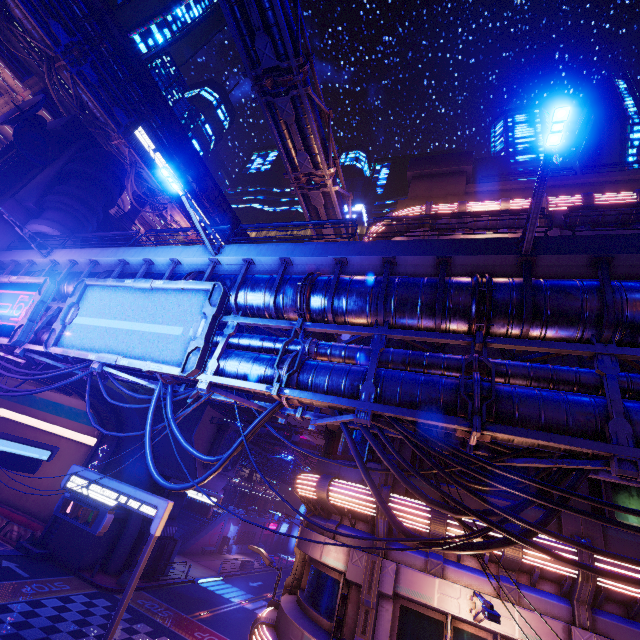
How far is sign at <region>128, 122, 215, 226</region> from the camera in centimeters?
4069cm

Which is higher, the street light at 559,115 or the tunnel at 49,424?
the street light at 559,115

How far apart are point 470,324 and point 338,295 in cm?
369

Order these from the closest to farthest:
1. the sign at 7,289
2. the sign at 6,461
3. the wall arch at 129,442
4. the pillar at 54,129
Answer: the sign at 7,289 → the sign at 6,461 → the pillar at 54,129 → the wall arch at 129,442

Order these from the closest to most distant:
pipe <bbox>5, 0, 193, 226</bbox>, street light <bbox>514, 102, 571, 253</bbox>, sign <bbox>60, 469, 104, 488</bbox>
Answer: street light <bbox>514, 102, 571, 253</bbox> → sign <bbox>60, 469, 104, 488</bbox> → pipe <bbox>5, 0, 193, 226</bbox>

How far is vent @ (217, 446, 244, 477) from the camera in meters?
29.6

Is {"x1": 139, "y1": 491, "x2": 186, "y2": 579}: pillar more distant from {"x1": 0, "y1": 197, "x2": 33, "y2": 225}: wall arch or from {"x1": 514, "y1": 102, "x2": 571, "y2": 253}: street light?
{"x1": 514, "y1": 102, "x2": 571, "y2": 253}: street light

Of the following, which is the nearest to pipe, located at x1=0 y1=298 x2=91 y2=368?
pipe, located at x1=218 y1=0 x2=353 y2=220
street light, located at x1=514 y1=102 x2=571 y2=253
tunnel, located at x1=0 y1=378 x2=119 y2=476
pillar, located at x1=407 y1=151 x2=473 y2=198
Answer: street light, located at x1=514 y1=102 x2=571 y2=253
